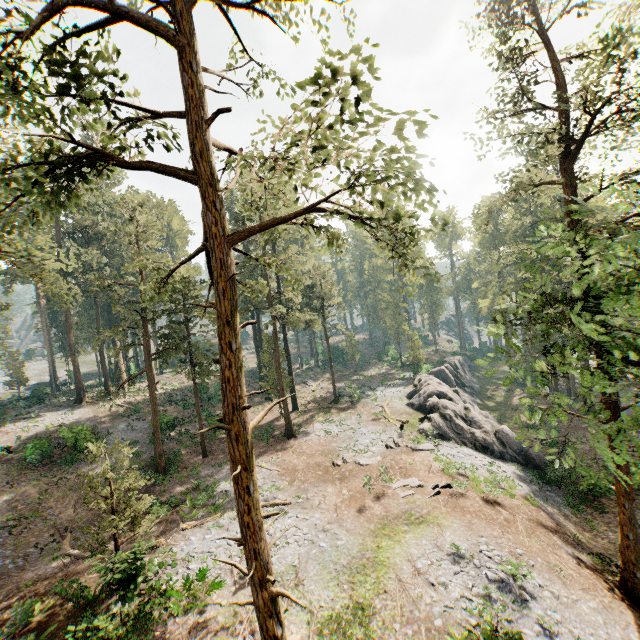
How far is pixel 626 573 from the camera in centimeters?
1455cm

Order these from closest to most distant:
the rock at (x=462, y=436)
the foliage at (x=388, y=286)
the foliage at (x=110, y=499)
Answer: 1. the foliage at (x=110, y=499)
2. the rock at (x=462, y=436)
3. the foliage at (x=388, y=286)

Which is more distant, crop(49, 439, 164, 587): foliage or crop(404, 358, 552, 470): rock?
crop(404, 358, 552, 470): rock

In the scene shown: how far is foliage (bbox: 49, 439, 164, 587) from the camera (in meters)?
14.21

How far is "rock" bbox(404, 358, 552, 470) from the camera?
28.0m

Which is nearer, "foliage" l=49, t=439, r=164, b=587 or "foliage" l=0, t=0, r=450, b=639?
"foliage" l=0, t=0, r=450, b=639

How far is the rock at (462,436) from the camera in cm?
2798

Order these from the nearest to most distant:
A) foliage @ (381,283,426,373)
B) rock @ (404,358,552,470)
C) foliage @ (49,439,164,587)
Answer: foliage @ (49,439,164,587)
rock @ (404,358,552,470)
foliage @ (381,283,426,373)
